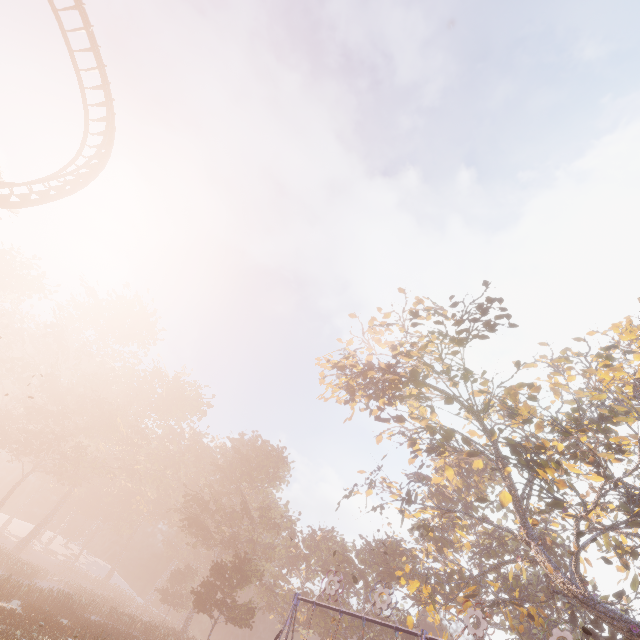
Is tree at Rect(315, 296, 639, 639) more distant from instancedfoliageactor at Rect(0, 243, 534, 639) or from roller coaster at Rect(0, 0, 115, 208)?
roller coaster at Rect(0, 0, 115, 208)

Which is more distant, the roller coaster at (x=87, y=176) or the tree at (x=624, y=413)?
the tree at (x=624, y=413)

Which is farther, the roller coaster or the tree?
the tree

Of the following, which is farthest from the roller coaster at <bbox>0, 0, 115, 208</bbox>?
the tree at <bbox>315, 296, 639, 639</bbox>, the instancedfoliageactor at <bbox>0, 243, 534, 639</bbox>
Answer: the tree at <bbox>315, 296, 639, 639</bbox>

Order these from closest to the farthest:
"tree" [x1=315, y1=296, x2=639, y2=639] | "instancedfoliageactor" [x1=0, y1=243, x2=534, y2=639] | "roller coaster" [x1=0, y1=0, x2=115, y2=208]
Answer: "roller coaster" [x1=0, y1=0, x2=115, y2=208] < "tree" [x1=315, y1=296, x2=639, y2=639] < "instancedfoliageactor" [x1=0, y1=243, x2=534, y2=639]

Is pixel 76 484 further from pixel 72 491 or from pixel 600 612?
pixel 600 612

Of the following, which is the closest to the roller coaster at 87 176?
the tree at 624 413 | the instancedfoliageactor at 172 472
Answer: the instancedfoliageactor at 172 472
